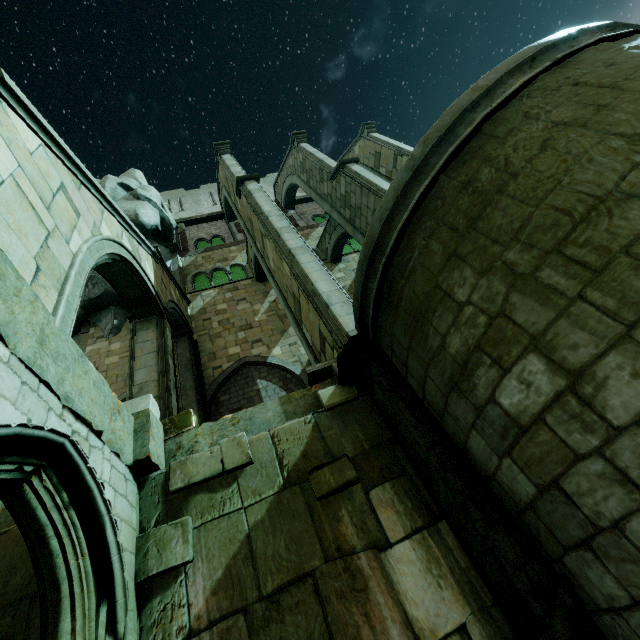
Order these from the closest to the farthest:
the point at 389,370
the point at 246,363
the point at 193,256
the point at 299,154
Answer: the point at 389,370
the point at 246,363
the point at 299,154
the point at 193,256

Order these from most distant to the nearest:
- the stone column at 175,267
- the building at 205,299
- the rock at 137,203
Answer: the rock at 137,203, the stone column at 175,267, the building at 205,299

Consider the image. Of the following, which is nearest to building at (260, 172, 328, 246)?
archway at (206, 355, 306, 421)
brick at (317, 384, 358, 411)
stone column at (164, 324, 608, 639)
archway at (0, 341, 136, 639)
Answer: archway at (206, 355, 306, 421)

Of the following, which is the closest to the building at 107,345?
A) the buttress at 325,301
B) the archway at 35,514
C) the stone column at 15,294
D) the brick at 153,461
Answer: the buttress at 325,301

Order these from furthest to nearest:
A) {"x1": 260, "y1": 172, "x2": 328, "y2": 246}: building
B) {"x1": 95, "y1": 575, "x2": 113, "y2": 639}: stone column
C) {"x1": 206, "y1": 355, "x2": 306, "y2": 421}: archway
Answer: {"x1": 260, "y1": 172, "x2": 328, "y2": 246}: building → {"x1": 206, "y1": 355, "x2": 306, "y2": 421}: archway → {"x1": 95, "y1": 575, "x2": 113, "y2": 639}: stone column

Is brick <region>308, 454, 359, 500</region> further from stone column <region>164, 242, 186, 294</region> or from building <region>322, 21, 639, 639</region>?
stone column <region>164, 242, 186, 294</region>

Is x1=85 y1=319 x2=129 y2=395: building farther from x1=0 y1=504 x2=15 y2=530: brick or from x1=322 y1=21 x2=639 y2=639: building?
x1=322 y1=21 x2=639 y2=639: building

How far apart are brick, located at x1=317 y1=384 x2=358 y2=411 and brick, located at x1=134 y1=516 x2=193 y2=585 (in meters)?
2.23
